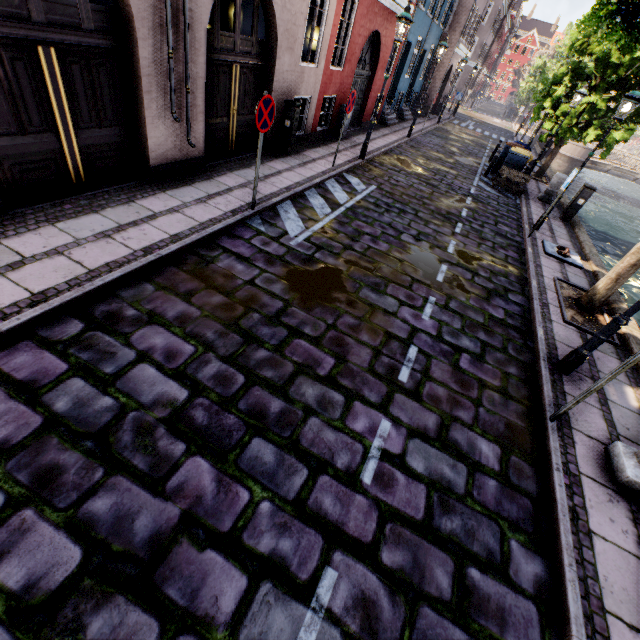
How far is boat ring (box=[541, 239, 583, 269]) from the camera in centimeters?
852cm

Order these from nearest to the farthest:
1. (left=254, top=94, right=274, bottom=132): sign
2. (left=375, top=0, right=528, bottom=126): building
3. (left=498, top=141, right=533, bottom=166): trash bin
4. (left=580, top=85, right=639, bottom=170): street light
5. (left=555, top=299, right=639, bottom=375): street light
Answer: (left=555, top=299, right=639, bottom=375): street light → (left=254, top=94, right=274, bottom=132): sign → (left=580, top=85, right=639, bottom=170): street light → (left=498, top=141, right=533, bottom=166): trash bin → (left=375, top=0, right=528, bottom=126): building

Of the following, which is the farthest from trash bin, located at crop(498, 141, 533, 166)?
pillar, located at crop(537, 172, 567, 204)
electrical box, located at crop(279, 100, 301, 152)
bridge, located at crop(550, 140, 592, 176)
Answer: bridge, located at crop(550, 140, 592, 176)

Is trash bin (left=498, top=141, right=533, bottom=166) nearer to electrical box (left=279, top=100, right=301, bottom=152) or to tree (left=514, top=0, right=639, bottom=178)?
tree (left=514, top=0, right=639, bottom=178)

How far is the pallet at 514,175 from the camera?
12.7m

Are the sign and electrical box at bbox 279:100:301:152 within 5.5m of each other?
yes

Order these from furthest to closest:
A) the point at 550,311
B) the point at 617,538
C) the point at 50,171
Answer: the point at 550,311
the point at 50,171
the point at 617,538

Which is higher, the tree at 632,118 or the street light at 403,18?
the street light at 403,18
